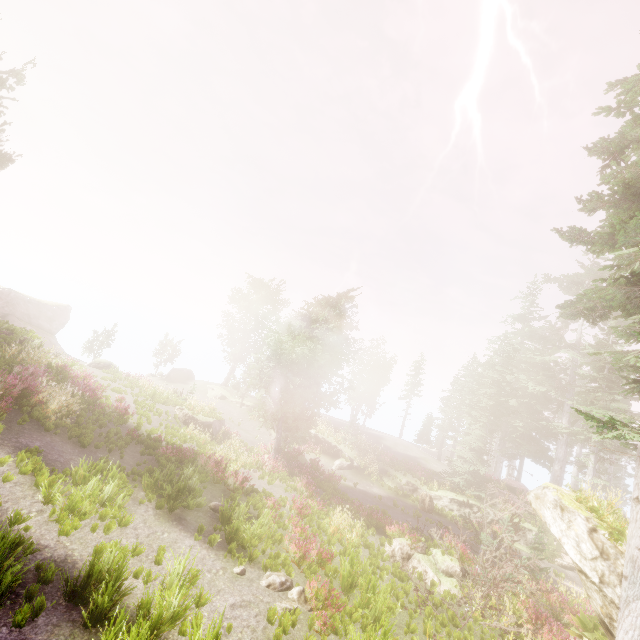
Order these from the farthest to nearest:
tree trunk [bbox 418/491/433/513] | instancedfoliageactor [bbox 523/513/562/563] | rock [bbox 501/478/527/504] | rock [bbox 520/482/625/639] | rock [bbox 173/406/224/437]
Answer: rock [bbox 501/478/527/504]
tree trunk [bbox 418/491/433/513]
rock [bbox 173/406/224/437]
instancedfoliageactor [bbox 523/513/562/563]
rock [bbox 520/482/625/639]

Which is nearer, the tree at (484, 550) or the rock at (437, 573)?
the tree at (484, 550)

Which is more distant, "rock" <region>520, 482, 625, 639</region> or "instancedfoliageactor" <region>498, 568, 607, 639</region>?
"instancedfoliageactor" <region>498, 568, 607, 639</region>

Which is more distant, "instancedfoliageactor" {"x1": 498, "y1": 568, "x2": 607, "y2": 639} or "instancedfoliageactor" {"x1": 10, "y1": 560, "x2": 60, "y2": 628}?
"instancedfoliageactor" {"x1": 498, "y1": 568, "x2": 607, "y2": 639}

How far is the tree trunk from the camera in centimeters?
2339cm

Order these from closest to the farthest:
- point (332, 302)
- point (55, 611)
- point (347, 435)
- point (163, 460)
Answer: point (55, 611) < point (163, 460) < point (332, 302) < point (347, 435)

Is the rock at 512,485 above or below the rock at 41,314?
above

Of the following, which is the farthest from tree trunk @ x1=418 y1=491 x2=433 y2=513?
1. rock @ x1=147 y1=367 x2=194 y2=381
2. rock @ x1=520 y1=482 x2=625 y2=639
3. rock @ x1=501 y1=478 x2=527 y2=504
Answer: rock @ x1=147 y1=367 x2=194 y2=381
